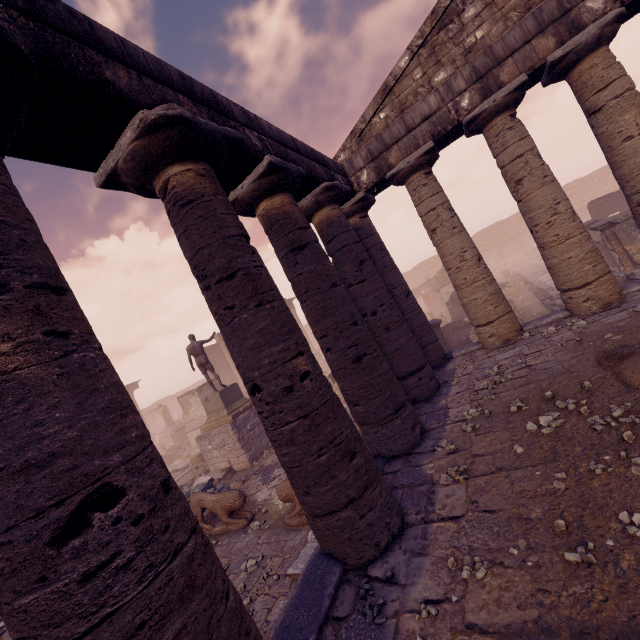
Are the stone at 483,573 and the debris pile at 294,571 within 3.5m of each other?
yes

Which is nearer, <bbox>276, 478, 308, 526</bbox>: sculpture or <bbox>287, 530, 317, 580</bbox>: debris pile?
<bbox>287, 530, 317, 580</bbox>: debris pile

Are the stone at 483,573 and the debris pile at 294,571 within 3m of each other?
yes

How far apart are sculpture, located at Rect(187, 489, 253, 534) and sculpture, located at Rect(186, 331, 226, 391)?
5.5 meters

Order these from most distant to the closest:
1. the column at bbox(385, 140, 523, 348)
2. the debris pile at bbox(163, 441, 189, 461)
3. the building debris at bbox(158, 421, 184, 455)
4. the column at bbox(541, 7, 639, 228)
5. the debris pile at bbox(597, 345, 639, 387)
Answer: the building debris at bbox(158, 421, 184, 455) < the debris pile at bbox(163, 441, 189, 461) < the column at bbox(385, 140, 523, 348) < the column at bbox(541, 7, 639, 228) < the debris pile at bbox(597, 345, 639, 387)

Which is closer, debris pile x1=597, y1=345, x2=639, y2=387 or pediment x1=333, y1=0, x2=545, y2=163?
debris pile x1=597, y1=345, x2=639, y2=387

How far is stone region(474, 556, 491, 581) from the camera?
2.8 meters

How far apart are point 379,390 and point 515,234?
39.4m
